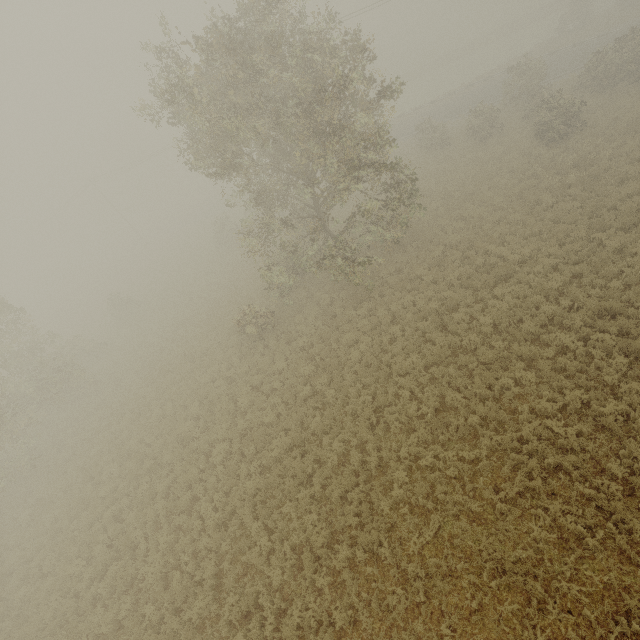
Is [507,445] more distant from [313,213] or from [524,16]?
[524,16]

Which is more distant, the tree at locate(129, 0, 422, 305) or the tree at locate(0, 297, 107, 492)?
the tree at locate(0, 297, 107, 492)

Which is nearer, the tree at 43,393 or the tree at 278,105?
the tree at 278,105
